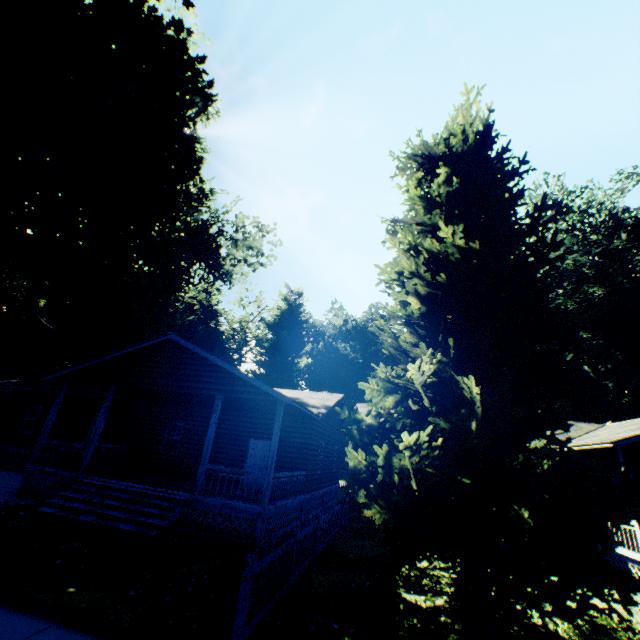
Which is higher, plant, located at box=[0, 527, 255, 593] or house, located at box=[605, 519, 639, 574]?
house, located at box=[605, 519, 639, 574]

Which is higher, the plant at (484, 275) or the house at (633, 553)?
the plant at (484, 275)

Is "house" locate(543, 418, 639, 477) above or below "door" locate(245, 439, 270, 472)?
above

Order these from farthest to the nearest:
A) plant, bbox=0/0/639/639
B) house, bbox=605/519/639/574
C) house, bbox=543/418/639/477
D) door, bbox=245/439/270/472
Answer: door, bbox=245/439/270/472, house, bbox=543/418/639/477, house, bbox=605/519/639/574, plant, bbox=0/0/639/639

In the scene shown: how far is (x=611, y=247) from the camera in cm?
2608

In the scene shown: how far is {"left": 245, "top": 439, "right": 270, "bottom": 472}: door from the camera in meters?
15.7

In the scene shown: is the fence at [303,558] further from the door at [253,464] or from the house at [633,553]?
the door at [253,464]

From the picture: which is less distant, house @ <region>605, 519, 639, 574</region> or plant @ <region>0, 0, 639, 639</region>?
plant @ <region>0, 0, 639, 639</region>
